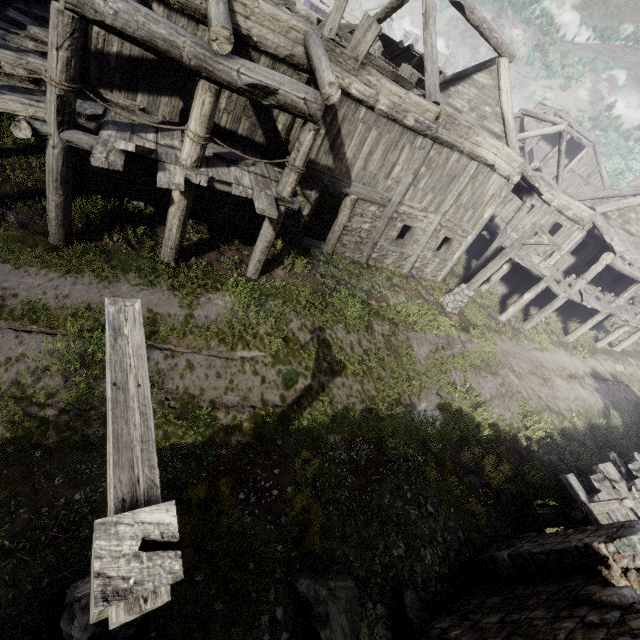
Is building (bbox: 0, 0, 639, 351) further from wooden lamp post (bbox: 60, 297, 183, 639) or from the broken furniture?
wooden lamp post (bbox: 60, 297, 183, 639)

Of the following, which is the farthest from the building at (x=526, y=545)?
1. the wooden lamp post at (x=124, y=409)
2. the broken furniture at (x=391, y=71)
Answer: the wooden lamp post at (x=124, y=409)

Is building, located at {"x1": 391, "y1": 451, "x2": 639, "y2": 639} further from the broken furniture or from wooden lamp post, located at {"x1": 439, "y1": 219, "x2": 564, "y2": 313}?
wooden lamp post, located at {"x1": 439, "y1": 219, "x2": 564, "y2": 313}

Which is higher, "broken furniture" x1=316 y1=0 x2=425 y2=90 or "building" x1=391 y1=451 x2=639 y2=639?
"broken furniture" x1=316 y1=0 x2=425 y2=90

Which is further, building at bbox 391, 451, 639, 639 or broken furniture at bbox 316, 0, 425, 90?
broken furniture at bbox 316, 0, 425, 90

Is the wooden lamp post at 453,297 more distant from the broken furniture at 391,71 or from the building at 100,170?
the broken furniture at 391,71

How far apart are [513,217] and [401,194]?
6.65m

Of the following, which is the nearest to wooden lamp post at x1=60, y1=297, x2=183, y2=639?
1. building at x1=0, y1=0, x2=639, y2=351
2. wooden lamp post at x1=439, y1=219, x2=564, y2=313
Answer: building at x1=0, y1=0, x2=639, y2=351
